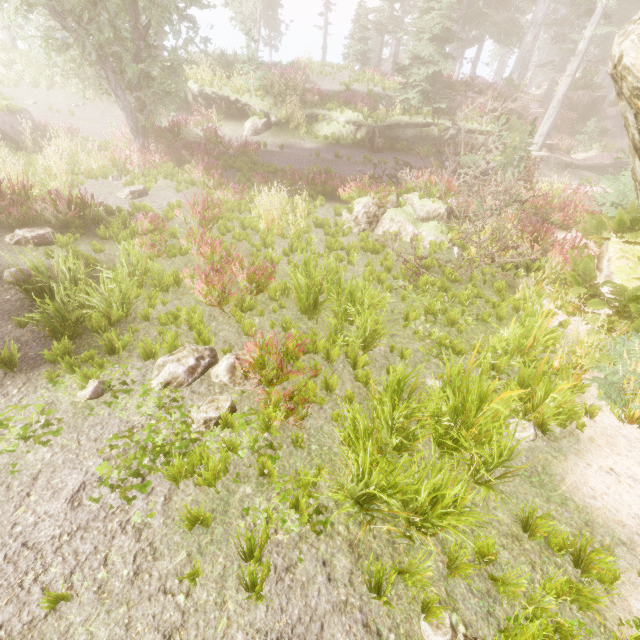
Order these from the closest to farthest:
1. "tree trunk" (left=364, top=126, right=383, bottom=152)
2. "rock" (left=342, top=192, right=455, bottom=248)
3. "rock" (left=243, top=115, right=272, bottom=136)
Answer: "rock" (left=342, top=192, right=455, bottom=248)
"tree trunk" (left=364, top=126, right=383, bottom=152)
"rock" (left=243, top=115, right=272, bottom=136)

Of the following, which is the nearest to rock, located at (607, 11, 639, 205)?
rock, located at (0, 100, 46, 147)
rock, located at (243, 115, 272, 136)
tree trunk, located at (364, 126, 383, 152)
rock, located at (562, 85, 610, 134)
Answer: rock, located at (562, 85, 610, 134)

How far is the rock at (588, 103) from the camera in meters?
21.8

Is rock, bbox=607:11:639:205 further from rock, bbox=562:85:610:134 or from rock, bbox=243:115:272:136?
rock, bbox=243:115:272:136

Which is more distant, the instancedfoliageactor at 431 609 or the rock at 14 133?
the rock at 14 133

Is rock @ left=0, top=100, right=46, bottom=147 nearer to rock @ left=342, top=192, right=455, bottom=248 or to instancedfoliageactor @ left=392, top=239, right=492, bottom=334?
instancedfoliageactor @ left=392, top=239, right=492, bottom=334

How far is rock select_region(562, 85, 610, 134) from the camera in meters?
21.8 m

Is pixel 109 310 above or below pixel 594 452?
above
